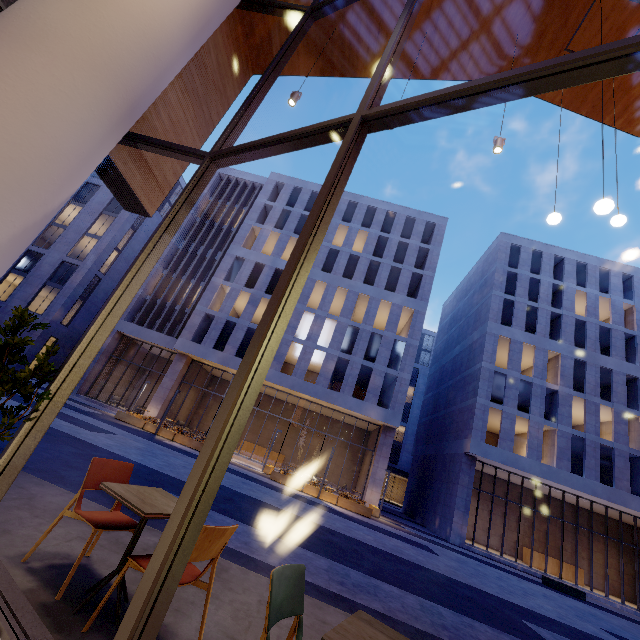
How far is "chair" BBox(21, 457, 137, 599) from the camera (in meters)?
2.55

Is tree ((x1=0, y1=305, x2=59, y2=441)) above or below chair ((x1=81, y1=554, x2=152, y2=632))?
above

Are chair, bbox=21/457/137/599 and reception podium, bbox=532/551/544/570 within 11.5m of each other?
no

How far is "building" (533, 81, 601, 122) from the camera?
7.3 meters

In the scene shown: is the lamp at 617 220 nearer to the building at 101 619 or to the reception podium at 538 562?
the building at 101 619

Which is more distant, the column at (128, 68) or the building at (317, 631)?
the building at (317, 631)

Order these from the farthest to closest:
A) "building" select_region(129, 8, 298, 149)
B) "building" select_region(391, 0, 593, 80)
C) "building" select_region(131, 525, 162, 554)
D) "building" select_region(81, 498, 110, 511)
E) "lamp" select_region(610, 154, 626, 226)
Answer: "building" select_region(391, 0, 593, 80) → "building" select_region(129, 8, 298, 149) → "lamp" select_region(610, 154, 626, 226) → "building" select_region(81, 498, 110, 511) → "building" select_region(131, 525, 162, 554)

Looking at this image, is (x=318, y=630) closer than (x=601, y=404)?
Yes
